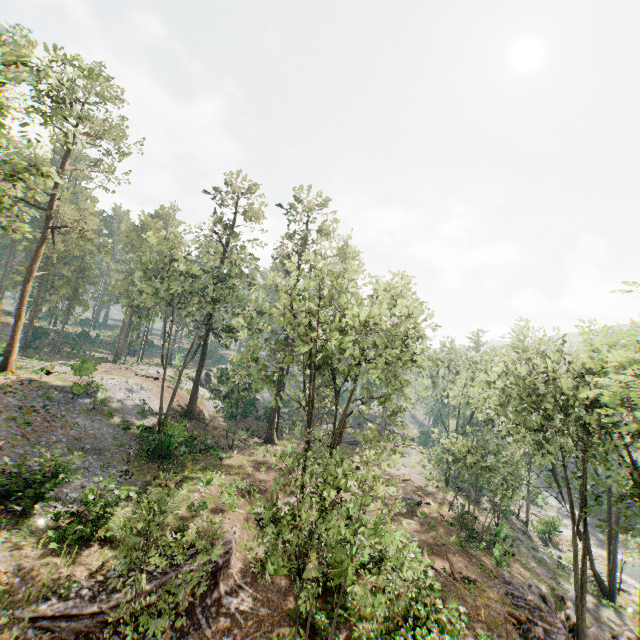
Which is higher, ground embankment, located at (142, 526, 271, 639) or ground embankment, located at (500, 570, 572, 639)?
ground embankment, located at (142, 526, 271, 639)

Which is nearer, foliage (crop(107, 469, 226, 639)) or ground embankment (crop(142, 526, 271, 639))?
foliage (crop(107, 469, 226, 639))

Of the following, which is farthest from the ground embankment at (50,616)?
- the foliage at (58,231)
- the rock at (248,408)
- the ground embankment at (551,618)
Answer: the rock at (248,408)

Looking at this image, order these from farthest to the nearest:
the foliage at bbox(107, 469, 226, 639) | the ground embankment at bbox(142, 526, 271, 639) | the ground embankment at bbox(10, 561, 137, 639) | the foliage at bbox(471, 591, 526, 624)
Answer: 1. the foliage at bbox(471, 591, 526, 624)
2. the ground embankment at bbox(142, 526, 271, 639)
3. the ground embankment at bbox(10, 561, 137, 639)
4. the foliage at bbox(107, 469, 226, 639)

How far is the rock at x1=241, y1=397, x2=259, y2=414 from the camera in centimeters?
4480cm

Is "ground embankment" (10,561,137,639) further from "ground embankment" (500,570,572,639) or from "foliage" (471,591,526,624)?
"ground embankment" (500,570,572,639)

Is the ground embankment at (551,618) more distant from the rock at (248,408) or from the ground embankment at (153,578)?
the rock at (248,408)

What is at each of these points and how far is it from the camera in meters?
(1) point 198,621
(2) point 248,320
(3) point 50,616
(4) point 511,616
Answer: (1) ground embankment, 14.0 m
(2) foliage, 35.1 m
(3) ground embankment, 11.7 m
(4) foliage, 17.9 m
